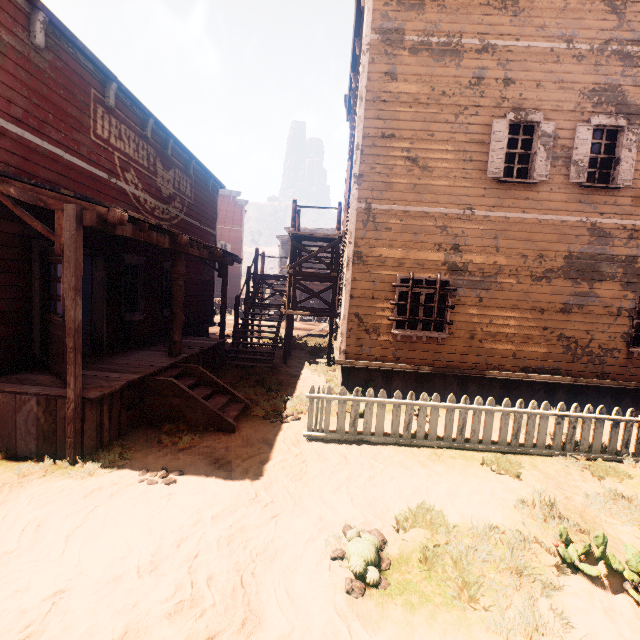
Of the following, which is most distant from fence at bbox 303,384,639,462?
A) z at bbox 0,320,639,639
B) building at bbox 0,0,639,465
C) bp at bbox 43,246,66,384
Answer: bp at bbox 43,246,66,384

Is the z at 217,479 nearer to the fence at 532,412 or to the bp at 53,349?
the fence at 532,412

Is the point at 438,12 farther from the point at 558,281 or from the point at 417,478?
the point at 417,478

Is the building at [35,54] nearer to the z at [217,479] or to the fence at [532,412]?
the z at [217,479]

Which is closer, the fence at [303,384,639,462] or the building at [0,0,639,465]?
the building at [0,0,639,465]

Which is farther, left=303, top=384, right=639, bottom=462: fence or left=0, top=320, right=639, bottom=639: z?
left=303, top=384, right=639, bottom=462: fence

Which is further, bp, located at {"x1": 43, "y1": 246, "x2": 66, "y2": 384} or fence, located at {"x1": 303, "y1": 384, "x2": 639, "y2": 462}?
fence, located at {"x1": 303, "y1": 384, "x2": 639, "y2": 462}

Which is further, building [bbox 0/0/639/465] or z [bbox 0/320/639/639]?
building [bbox 0/0/639/465]
